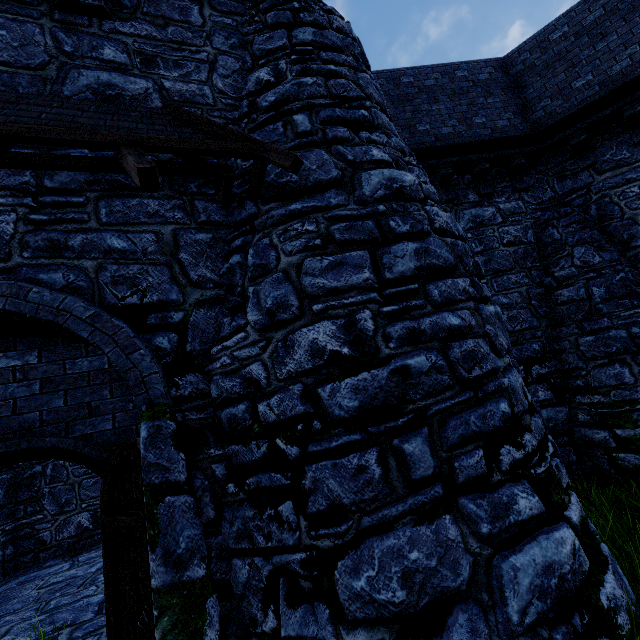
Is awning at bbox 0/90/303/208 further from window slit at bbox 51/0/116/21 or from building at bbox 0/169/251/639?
window slit at bbox 51/0/116/21

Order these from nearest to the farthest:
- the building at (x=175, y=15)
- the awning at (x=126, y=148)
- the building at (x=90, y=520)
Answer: the awning at (x=126, y=148), the building at (x=175, y=15), the building at (x=90, y=520)

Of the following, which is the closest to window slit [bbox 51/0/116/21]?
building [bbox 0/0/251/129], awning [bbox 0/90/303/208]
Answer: building [bbox 0/0/251/129]

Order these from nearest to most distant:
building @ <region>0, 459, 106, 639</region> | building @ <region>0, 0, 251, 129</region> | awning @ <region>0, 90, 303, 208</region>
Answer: awning @ <region>0, 90, 303, 208</region>, building @ <region>0, 0, 251, 129</region>, building @ <region>0, 459, 106, 639</region>

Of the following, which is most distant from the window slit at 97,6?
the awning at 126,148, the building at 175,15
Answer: the awning at 126,148

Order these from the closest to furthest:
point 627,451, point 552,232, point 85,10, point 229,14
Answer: point 85,10 < point 229,14 < point 627,451 < point 552,232
